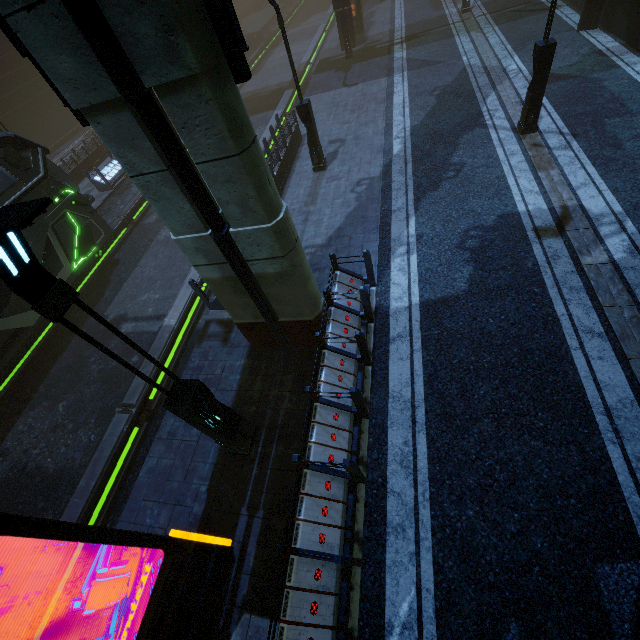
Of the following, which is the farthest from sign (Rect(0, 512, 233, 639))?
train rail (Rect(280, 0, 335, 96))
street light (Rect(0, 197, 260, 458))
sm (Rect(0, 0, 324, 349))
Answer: sm (Rect(0, 0, 324, 349))

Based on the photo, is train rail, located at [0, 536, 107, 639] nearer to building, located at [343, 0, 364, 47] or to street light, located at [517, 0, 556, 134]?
building, located at [343, 0, 364, 47]

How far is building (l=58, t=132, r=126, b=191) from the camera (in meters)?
17.85

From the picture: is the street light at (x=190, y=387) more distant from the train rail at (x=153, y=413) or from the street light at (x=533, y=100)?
the street light at (x=533, y=100)

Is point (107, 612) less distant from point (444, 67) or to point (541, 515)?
point (541, 515)

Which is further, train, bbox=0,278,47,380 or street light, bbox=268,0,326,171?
train, bbox=0,278,47,380

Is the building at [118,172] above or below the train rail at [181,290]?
above

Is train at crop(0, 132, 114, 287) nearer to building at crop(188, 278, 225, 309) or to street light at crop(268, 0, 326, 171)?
building at crop(188, 278, 225, 309)
